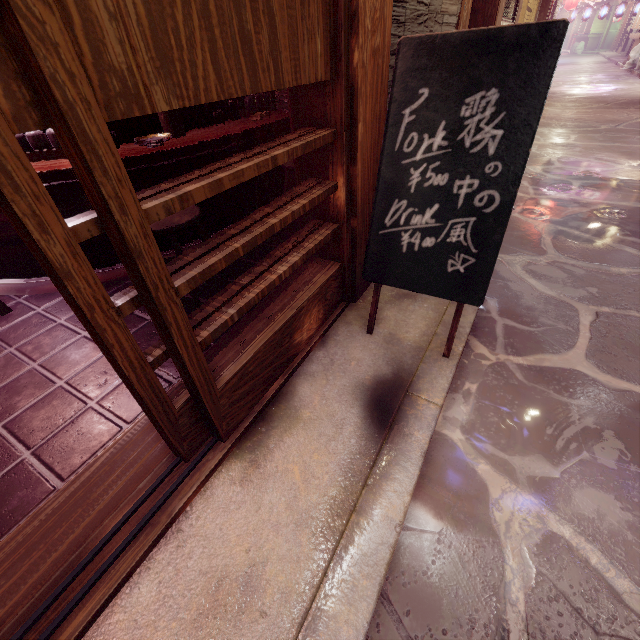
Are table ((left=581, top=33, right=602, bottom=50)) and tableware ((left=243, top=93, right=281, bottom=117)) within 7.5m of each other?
no

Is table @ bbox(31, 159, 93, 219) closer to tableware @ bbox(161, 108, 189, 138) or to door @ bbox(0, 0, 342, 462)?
tableware @ bbox(161, 108, 189, 138)

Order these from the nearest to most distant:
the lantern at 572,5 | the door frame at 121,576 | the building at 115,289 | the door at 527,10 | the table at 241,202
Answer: the door frame at 121,576 < the building at 115,289 < the table at 241,202 < the door at 527,10 < the lantern at 572,5

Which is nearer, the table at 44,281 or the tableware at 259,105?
the table at 44,281

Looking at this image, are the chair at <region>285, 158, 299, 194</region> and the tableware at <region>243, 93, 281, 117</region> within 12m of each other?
yes

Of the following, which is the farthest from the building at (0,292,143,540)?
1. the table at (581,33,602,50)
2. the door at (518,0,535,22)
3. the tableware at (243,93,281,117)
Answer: the table at (581,33,602,50)

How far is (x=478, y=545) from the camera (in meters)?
2.47

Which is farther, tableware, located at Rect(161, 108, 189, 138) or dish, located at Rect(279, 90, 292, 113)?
dish, located at Rect(279, 90, 292, 113)
